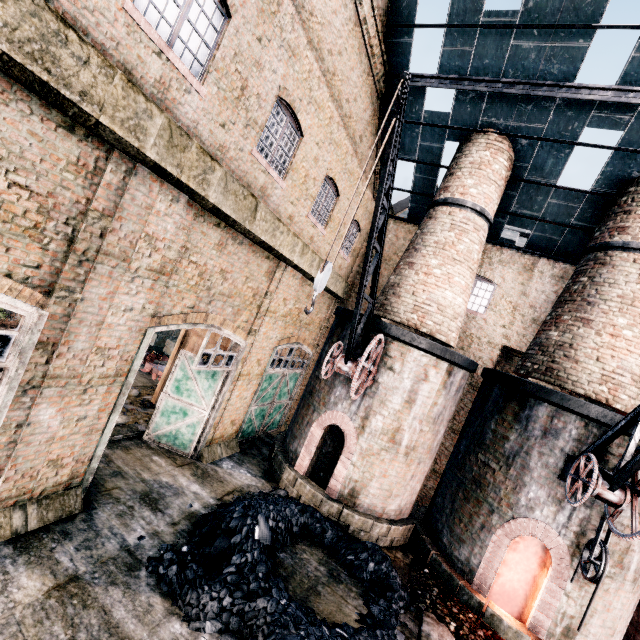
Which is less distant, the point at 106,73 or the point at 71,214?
the point at 106,73

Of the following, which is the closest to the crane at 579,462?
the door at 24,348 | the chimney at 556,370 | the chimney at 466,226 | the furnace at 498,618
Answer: the furnace at 498,618

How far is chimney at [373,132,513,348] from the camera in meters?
12.5

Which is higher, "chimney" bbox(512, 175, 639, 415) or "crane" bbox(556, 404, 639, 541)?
"chimney" bbox(512, 175, 639, 415)

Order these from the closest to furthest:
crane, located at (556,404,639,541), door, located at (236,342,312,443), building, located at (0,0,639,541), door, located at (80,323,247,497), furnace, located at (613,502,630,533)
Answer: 1. building, located at (0,0,639,541)
2. crane, located at (556,404,639,541)
3. door, located at (80,323,247,497)
4. furnace, located at (613,502,630,533)
5. door, located at (236,342,312,443)

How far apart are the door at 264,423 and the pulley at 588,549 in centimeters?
1149cm

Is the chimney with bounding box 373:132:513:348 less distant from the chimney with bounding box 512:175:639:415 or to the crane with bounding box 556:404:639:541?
the chimney with bounding box 512:175:639:415

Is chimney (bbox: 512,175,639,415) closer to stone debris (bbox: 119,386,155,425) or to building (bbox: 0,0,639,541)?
building (bbox: 0,0,639,541)
